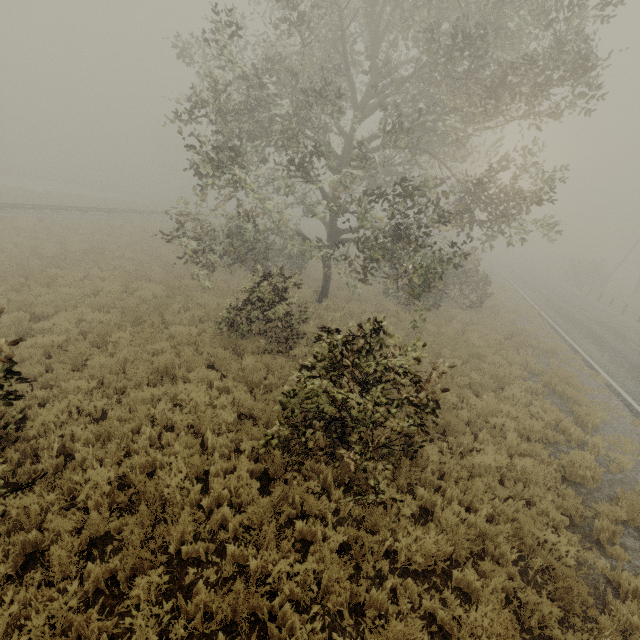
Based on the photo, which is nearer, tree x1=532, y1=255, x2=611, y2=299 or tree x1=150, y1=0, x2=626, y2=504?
tree x1=150, y1=0, x2=626, y2=504

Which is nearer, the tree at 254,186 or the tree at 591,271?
the tree at 254,186

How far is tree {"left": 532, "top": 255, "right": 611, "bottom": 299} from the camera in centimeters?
3916cm

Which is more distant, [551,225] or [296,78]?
[296,78]

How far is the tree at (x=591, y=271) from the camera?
39.2m
